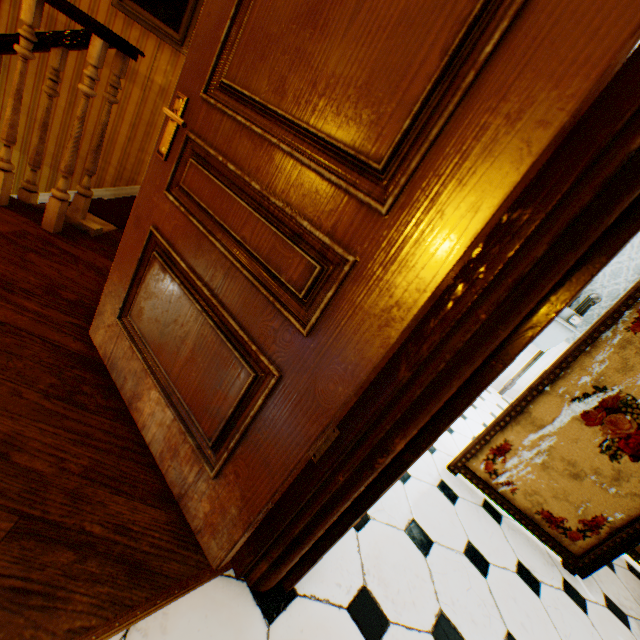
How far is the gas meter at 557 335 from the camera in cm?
424

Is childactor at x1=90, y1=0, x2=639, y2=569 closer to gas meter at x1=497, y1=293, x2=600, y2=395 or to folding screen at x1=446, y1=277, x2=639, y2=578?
folding screen at x1=446, y1=277, x2=639, y2=578

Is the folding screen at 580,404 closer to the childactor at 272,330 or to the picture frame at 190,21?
the childactor at 272,330

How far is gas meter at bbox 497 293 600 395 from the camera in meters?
4.2

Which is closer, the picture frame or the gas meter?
the picture frame

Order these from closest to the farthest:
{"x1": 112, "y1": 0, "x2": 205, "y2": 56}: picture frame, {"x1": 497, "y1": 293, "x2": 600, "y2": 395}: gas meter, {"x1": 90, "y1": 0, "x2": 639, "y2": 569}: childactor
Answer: {"x1": 90, "y1": 0, "x2": 639, "y2": 569}: childactor, {"x1": 112, "y1": 0, "x2": 205, "y2": 56}: picture frame, {"x1": 497, "y1": 293, "x2": 600, "y2": 395}: gas meter

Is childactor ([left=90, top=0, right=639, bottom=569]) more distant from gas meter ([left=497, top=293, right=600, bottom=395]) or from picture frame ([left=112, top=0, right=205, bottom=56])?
gas meter ([left=497, top=293, right=600, bottom=395])

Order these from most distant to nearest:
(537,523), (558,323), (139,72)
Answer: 1. (558,323)
2. (139,72)
3. (537,523)
